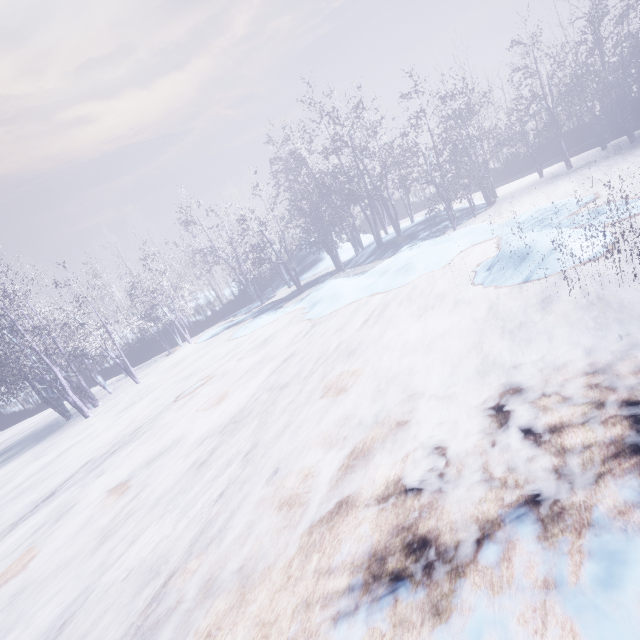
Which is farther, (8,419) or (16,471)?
(8,419)
